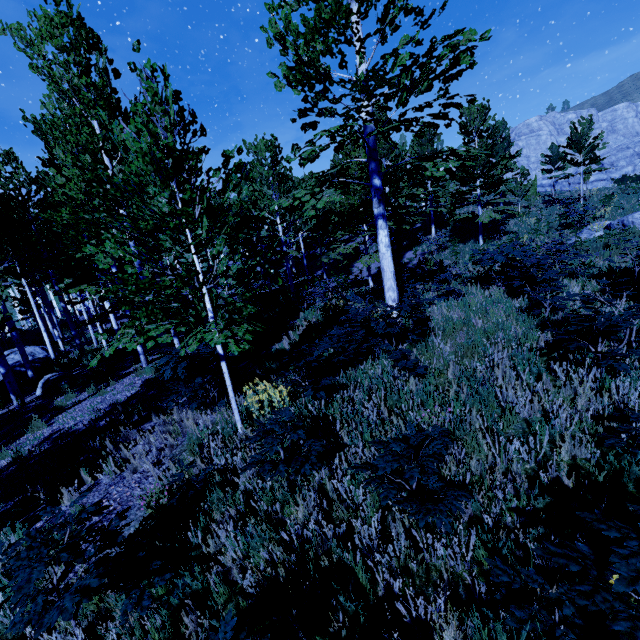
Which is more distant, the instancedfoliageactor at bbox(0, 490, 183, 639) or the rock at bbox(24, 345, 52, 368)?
the rock at bbox(24, 345, 52, 368)

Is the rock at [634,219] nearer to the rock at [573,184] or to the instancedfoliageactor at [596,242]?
the instancedfoliageactor at [596,242]

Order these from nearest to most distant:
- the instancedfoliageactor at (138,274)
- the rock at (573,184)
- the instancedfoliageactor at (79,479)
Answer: the instancedfoliageactor at (138,274) → the instancedfoliageactor at (79,479) → the rock at (573,184)

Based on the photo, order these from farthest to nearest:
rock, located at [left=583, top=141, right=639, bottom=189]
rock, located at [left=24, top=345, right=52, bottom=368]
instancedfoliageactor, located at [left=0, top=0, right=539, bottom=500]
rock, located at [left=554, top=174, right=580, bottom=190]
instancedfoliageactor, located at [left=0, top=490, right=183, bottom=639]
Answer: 1. rock, located at [left=554, top=174, right=580, bottom=190]
2. rock, located at [left=583, top=141, right=639, bottom=189]
3. rock, located at [left=24, top=345, right=52, bottom=368]
4. instancedfoliageactor, located at [left=0, top=0, right=539, bottom=500]
5. instancedfoliageactor, located at [left=0, top=490, right=183, bottom=639]

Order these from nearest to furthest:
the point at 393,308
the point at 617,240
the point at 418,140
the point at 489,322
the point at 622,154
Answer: the point at 393,308, the point at 489,322, the point at 617,240, the point at 418,140, the point at 622,154

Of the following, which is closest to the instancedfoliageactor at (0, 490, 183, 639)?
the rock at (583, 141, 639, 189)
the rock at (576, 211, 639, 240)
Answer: the rock at (576, 211, 639, 240)

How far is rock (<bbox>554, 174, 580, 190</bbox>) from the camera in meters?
55.8 m
